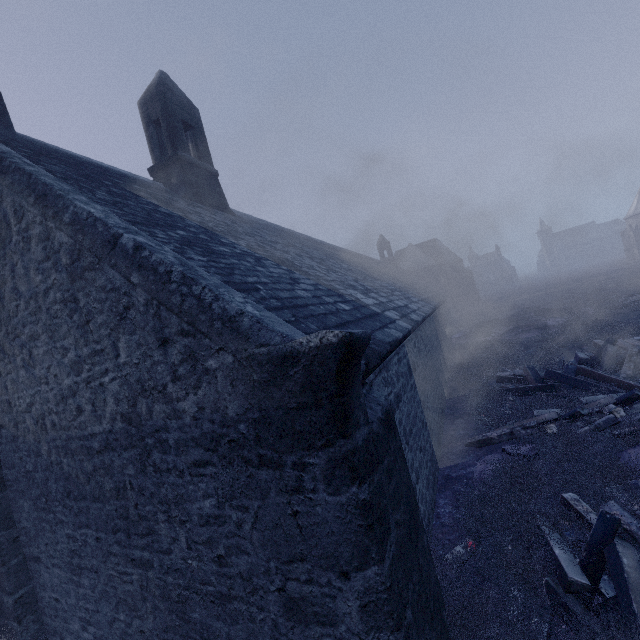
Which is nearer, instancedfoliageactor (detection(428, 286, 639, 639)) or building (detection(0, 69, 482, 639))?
building (detection(0, 69, 482, 639))

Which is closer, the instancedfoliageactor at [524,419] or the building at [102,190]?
the building at [102,190]

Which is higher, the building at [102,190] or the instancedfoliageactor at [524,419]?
the building at [102,190]

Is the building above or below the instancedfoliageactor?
above

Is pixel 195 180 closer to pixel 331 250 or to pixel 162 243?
pixel 162 243
